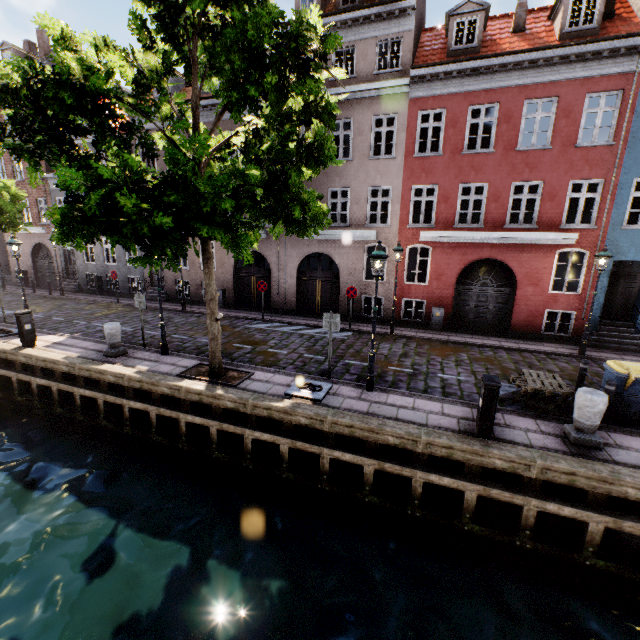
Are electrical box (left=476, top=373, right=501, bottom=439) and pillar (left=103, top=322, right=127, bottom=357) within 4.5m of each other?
no

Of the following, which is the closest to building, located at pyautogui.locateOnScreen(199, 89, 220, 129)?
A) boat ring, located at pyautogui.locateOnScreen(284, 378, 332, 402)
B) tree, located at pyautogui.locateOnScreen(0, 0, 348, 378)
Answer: tree, located at pyautogui.locateOnScreen(0, 0, 348, 378)

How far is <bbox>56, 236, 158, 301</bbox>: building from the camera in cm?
2105

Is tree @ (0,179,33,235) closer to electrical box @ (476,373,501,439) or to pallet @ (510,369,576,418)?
electrical box @ (476,373,501,439)

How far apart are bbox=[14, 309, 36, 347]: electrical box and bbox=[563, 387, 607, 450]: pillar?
16.0m

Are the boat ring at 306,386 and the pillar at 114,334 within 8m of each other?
yes

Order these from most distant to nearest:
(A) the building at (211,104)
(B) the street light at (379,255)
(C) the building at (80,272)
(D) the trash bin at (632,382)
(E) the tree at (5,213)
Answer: (C) the building at (80,272)
(A) the building at (211,104)
(E) the tree at (5,213)
(B) the street light at (379,255)
(D) the trash bin at (632,382)

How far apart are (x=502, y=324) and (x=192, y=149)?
14.3m
